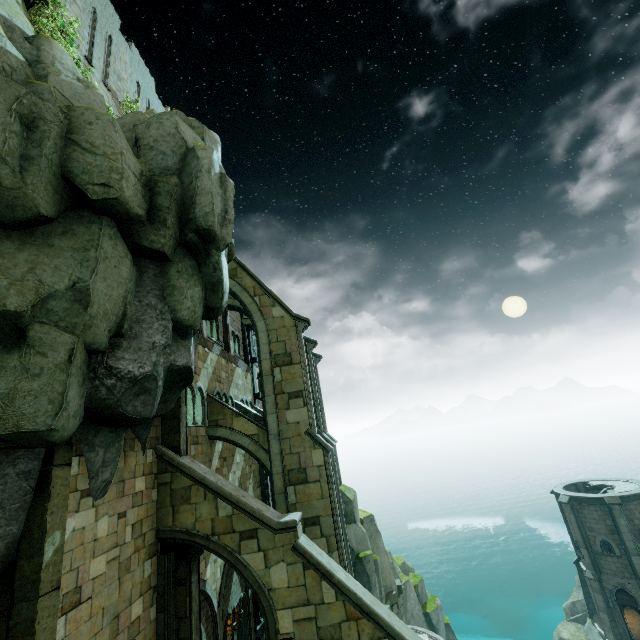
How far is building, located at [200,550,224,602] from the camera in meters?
12.7 m

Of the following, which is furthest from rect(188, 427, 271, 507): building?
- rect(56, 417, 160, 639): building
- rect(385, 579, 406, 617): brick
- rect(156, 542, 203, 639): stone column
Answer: rect(385, 579, 406, 617): brick

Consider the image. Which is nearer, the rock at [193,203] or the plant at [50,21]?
the rock at [193,203]

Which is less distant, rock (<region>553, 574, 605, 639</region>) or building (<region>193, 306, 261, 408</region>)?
building (<region>193, 306, 261, 408</region>)

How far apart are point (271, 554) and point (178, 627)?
3.4 meters

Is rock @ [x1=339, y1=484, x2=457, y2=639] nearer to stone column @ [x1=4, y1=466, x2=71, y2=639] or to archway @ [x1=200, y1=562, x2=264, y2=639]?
stone column @ [x1=4, y1=466, x2=71, y2=639]

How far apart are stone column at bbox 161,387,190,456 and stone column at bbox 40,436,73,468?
3.70m

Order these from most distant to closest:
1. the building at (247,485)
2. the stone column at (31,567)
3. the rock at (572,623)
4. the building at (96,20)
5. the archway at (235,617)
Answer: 1. the rock at (572,623)
2. the building at (247,485)
3. the building at (96,20)
4. the archway at (235,617)
5. the stone column at (31,567)
